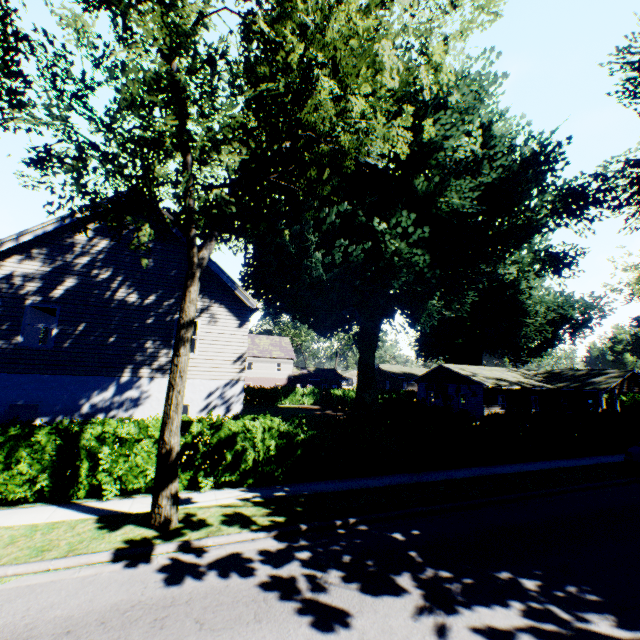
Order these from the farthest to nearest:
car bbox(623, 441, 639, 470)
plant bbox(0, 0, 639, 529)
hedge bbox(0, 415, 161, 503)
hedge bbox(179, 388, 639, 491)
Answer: car bbox(623, 441, 639, 470), hedge bbox(179, 388, 639, 491), hedge bbox(0, 415, 161, 503), plant bbox(0, 0, 639, 529)

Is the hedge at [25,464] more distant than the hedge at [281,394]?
No

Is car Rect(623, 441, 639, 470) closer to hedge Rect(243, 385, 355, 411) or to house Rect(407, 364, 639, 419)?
hedge Rect(243, 385, 355, 411)

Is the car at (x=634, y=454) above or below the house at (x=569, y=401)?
below

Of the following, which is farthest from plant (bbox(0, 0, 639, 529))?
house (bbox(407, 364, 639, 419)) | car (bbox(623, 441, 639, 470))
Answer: car (bbox(623, 441, 639, 470))

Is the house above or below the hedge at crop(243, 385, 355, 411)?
above

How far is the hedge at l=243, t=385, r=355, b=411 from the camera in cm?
3906

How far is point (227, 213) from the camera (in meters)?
6.32
